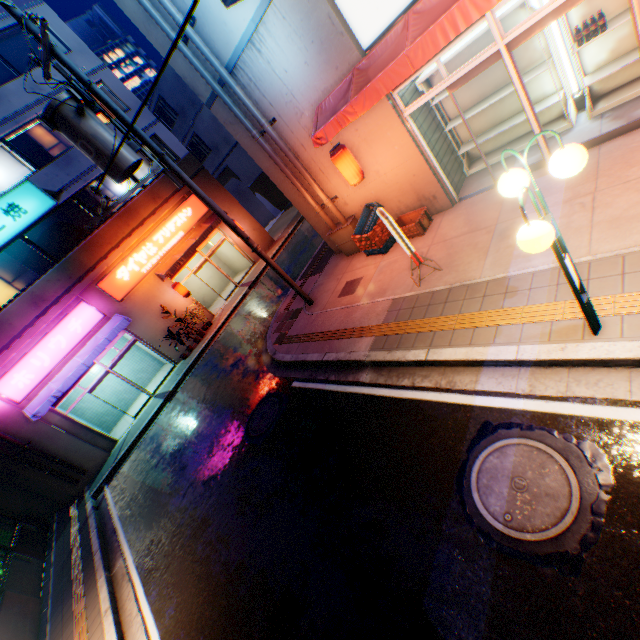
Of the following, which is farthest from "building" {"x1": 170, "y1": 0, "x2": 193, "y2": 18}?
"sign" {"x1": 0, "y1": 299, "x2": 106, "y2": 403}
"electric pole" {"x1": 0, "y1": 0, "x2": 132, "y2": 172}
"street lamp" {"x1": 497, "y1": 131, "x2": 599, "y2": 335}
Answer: "sign" {"x1": 0, "y1": 299, "x2": 106, "y2": 403}

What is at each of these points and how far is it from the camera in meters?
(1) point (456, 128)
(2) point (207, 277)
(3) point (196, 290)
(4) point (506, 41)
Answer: (1) metal shelf, 8.2 m
(2) building, 21.2 m
(3) building, 20.6 m
(4) door, 5.3 m

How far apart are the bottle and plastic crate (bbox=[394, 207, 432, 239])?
3.77m

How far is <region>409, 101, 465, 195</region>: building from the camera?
7.5m

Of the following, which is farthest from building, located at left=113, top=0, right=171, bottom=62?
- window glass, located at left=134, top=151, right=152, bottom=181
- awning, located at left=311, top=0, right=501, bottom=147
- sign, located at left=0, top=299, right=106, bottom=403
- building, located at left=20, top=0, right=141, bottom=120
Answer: sign, located at left=0, top=299, right=106, bottom=403

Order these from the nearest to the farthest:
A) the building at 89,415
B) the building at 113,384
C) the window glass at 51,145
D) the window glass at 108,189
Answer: the window glass at 51,145
the window glass at 108,189
the building at 89,415
the building at 113,384

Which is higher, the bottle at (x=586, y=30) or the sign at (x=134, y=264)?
the sign at (x=134, y=264)

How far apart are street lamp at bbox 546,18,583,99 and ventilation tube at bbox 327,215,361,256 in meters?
5.3
